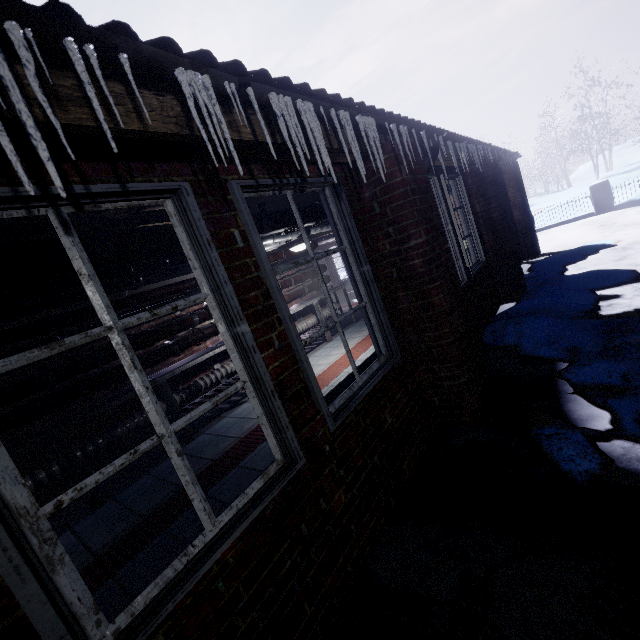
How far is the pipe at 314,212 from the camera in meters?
3.0 m

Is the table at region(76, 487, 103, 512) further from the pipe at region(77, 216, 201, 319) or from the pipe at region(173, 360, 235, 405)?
the pipe at region(77, 216, 201, 319)

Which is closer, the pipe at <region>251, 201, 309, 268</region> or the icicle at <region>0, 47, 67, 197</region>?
the icicle at <region>0, 47, 67, 197</region>

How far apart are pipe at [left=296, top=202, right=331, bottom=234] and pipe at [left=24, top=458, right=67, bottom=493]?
2.5m

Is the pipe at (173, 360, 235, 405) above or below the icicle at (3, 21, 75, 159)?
below

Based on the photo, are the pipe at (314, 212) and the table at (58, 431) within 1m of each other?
no

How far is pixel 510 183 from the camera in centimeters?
712cm

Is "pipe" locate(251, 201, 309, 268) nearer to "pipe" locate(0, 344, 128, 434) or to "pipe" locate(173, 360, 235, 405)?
"pipe" locate(0, 344, 128, 434)
